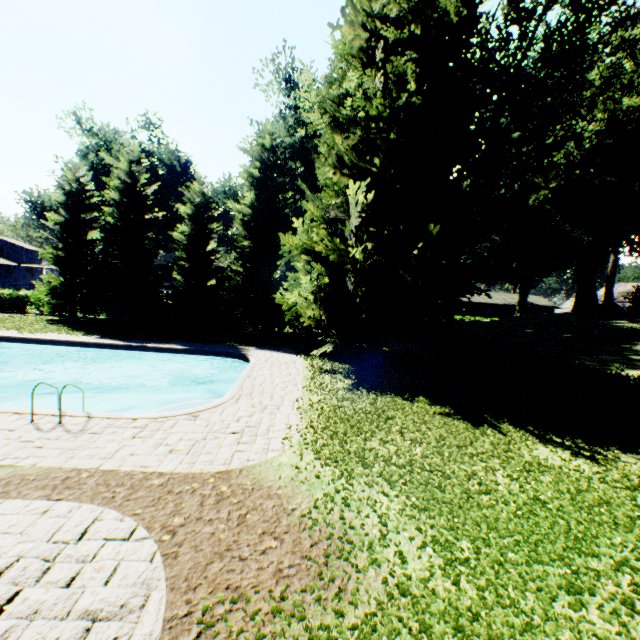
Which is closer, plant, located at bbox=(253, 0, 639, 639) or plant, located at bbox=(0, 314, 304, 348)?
plant, located at bbox=(253, 0, 639, 639)

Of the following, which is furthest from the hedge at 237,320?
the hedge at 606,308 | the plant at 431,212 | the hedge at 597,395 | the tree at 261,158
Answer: the hedge at 606,308

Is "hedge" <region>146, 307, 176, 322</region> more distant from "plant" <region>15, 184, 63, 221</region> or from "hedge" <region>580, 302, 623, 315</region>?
"hedge" <region>580, 302, 623, 315</region>

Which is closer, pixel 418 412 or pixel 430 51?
pixel 418 412

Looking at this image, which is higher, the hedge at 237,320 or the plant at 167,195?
the plant at 167,195

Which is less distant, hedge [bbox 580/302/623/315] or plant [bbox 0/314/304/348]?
plant [bbox 0/314/304/348]

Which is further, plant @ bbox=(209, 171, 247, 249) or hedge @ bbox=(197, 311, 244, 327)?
plant @ bbox=(209, 171, 247, 249)
